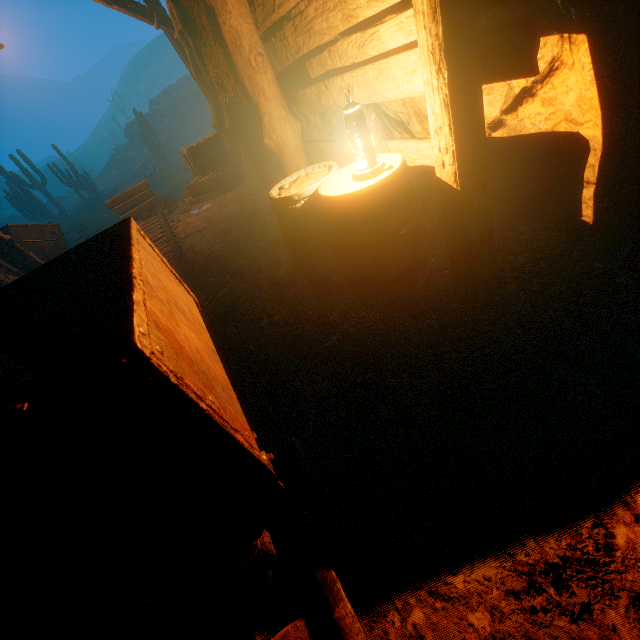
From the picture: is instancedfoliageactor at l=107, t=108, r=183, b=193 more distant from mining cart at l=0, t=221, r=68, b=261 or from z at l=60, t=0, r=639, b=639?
mining cart at l=0, t=221, r=68, b=261

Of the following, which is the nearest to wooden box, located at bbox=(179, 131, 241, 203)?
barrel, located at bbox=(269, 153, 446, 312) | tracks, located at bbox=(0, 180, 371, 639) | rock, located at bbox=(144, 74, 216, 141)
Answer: tracks, located at bbox=(0, 180, 371, 639)

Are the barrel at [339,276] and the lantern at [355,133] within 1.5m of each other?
yes

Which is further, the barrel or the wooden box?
the wooden box

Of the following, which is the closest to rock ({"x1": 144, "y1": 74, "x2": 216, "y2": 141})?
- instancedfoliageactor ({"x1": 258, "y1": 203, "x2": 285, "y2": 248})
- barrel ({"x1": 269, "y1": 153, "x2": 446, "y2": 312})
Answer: instancedfoliageactor ({"x1": 258, "y1": 203, "x2": 285, "y2": 248})

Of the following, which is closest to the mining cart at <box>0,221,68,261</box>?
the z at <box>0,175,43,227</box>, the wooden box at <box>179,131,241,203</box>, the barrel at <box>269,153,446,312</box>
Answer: the wooden box at <box>179,131,241,203</box>

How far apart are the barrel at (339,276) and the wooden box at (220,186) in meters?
4.8 m

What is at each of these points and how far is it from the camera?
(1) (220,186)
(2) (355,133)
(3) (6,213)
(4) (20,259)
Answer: (1) wooden box, 7.15m
(2) lantern, 1.99m
(3) z, 40.91m
(4) z, 6.00m
